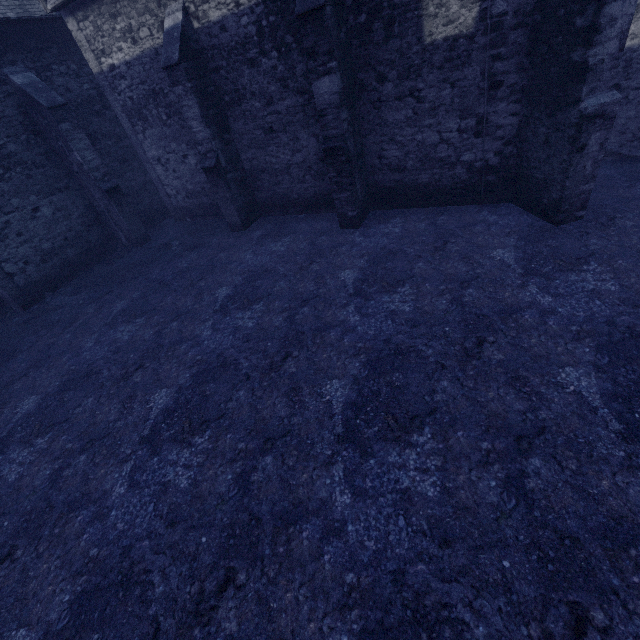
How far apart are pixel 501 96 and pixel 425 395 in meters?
6.9
